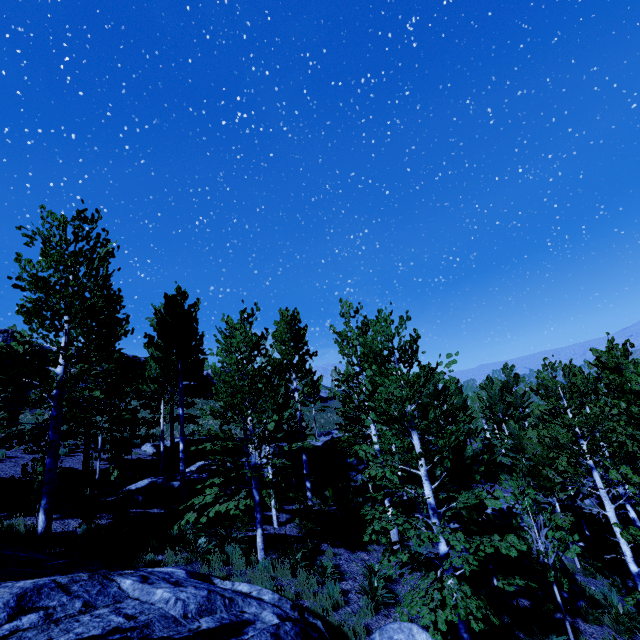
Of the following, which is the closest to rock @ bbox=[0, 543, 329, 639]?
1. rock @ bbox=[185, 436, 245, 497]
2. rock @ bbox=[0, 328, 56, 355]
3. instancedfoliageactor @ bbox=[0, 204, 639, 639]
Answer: instancedfoliageactor @ bbox=[0, 204, 639, 639]

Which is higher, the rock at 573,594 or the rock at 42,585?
the rock at 42,585

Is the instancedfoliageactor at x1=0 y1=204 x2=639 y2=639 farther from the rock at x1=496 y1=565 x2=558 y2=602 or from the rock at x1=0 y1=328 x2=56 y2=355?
the rock at x1=0 y1=328 x2=56 y2=355

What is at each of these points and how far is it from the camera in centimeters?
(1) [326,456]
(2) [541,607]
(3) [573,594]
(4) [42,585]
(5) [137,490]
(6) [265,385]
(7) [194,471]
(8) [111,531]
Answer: (1) rock, 2248cm
(2) instancedfoliageactor, 1005cm
(3) rock, 1143cm
(4) rock, 515cm
(5) rock, 1311cm
(6) instancedfoliageactor, 1165cm
(7) rock, 1681cm
(8) instancedfoliageactor, 936cm

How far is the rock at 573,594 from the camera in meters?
11.1 m

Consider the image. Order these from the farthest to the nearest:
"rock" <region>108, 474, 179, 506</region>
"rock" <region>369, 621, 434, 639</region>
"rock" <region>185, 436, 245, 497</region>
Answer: "rock" <region>185, 436, 245, 497</region>, "rock" <region>108, 474, 179, 506</region>, "rock" <region>369, 621, 434, 639</region>

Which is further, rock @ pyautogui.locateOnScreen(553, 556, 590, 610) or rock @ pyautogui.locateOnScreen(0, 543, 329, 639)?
rock @ pyautogui.locateOnScreen(553, 556, 590, 610)

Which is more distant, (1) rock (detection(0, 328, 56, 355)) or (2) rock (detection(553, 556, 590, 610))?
(1) rock (detection(0, 328, 56, 355))
